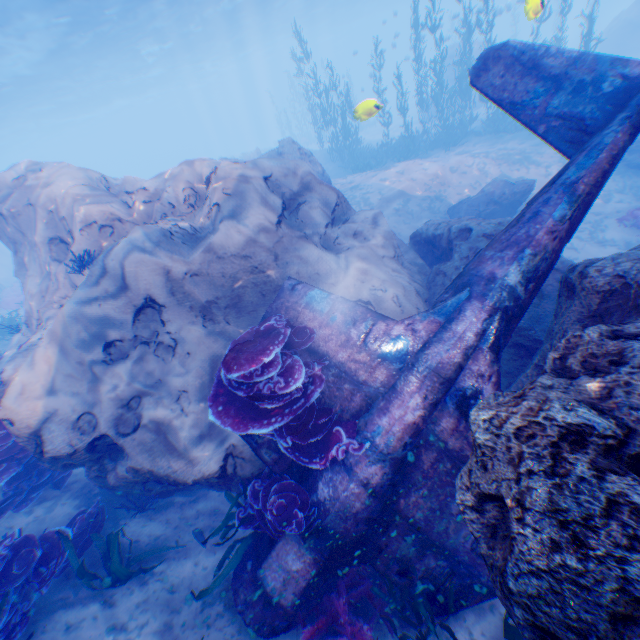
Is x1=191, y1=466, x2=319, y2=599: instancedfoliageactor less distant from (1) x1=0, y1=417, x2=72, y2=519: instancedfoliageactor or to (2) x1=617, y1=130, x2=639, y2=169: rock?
(2) x1=617, y1=130, x2=639, y2=169: rock

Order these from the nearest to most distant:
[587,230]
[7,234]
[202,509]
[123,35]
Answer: [202,509] → [7,234] → [587,230] → [123,35]

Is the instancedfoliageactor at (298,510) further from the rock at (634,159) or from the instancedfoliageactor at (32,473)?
the instancedfoliageactor at (32,473)

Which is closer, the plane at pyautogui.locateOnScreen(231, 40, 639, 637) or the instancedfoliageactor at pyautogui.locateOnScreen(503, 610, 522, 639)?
the instancedfoliageactor at pyautogui.locateOnScreen(503, 610, 522, 639)

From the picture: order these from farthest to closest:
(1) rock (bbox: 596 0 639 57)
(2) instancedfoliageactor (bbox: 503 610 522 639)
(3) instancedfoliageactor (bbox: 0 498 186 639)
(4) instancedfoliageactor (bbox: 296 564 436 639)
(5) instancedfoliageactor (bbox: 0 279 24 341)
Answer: (1) rock (bbox: 596 0 639 57)
(5) instancedfoliageactor (bbox: 0 279 24 341)
(3) instancedfoliageactor (bbox: 0 498 186 639)
(4) instancedfoliageactor (bbox: 296 564 436 639)
(2) instancedfoliageactor (bbox: 503 610 522 639)

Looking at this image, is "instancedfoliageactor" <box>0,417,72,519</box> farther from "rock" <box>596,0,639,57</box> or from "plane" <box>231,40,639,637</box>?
"plane" <box>231,40,639,637</box>

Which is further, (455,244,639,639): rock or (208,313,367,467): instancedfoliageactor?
(208,313,367,467): instancedfoliageactor

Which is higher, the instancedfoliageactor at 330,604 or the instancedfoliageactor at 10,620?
the instancedfoliageactor at 10,620
